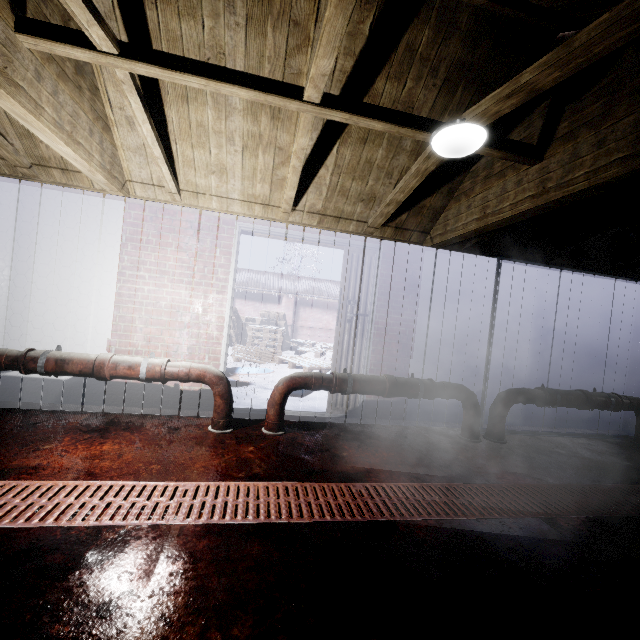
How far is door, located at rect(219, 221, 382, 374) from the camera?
3.3 meters

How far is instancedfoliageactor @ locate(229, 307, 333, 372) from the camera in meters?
7.4

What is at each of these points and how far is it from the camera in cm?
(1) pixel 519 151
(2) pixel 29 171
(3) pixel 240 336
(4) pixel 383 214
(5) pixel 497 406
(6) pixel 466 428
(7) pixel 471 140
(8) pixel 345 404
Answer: (1) beam, 212
(2) beam, 280
(3) instancedfoliageactor, 1052
(4) beam, 309
(5) pipe, 337
(6) pipe, 330
(7) light, 189
(8) door, 365

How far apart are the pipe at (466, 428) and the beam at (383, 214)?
1.5m

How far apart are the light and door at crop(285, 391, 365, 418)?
1.5 meters

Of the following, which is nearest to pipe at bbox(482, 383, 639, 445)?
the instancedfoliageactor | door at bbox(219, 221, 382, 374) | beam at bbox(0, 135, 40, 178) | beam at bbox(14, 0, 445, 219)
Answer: door at bbox(219, 221, 382, 374)

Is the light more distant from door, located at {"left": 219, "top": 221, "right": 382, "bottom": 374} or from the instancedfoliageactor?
the instancedfoliageactor

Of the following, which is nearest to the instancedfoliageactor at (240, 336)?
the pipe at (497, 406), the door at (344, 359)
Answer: the door at (344, 359)
